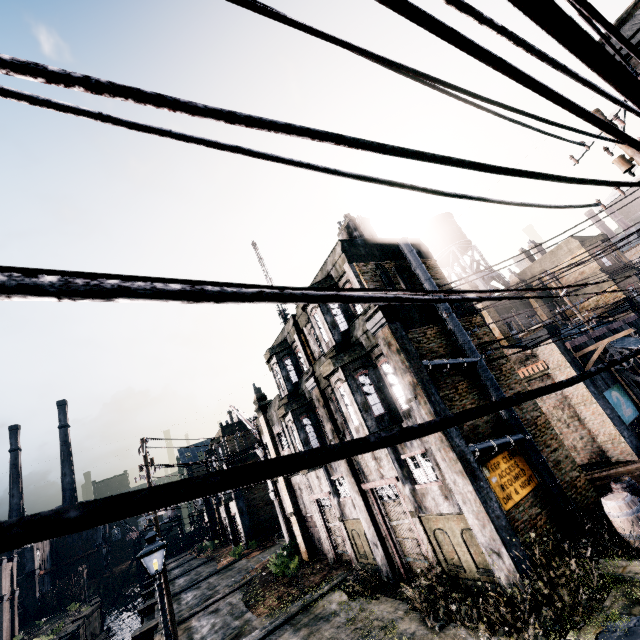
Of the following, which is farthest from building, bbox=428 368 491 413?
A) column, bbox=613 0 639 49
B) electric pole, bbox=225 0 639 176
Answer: column, bbox=613 0 639 49

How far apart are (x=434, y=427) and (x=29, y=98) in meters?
3.0 m

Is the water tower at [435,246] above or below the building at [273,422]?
above

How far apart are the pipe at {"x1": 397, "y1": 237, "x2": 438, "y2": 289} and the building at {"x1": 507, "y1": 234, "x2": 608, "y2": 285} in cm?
2143

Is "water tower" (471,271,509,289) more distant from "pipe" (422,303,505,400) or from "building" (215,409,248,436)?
"building" (215,409,248,436)

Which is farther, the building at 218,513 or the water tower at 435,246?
the building at 218,513

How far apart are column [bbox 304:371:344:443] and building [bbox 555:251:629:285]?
24.7m

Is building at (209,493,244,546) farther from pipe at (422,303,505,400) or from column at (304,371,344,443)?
pipe at (422,303,505,400)
